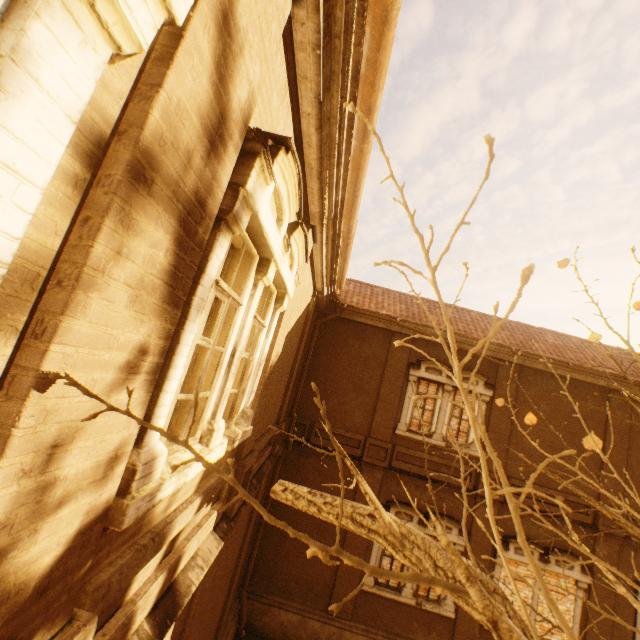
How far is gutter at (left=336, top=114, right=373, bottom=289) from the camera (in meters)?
3.38

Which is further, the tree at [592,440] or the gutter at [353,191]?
the gutter at [353,191]

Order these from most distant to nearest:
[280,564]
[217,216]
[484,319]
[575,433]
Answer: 1. [484,319]
2. [575,433]
3. [280,564]
4. [217,216]

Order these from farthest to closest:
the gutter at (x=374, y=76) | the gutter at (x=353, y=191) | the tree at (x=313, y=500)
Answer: the gutter at (x=353, y=191)
the gutter at (x=374, y=76)
the tree at (x=313, y=500)

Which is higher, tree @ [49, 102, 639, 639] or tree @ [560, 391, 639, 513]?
tree @ [560, 391, 639, 513]

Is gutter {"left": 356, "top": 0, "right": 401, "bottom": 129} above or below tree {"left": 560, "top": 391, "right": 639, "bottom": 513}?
above

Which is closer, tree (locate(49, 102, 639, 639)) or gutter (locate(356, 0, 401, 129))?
tree (locate(49, 102, 639, 639))
